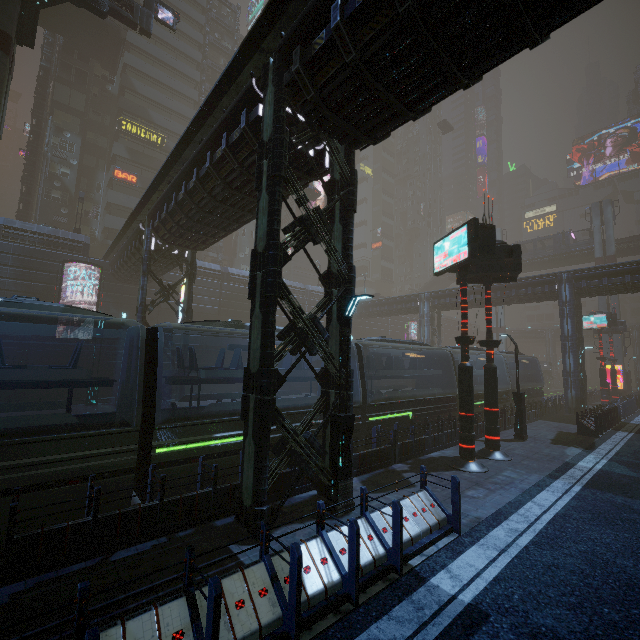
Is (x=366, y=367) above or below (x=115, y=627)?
above

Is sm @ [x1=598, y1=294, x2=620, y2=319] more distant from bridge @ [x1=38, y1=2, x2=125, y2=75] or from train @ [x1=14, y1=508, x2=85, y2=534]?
bridge @ [x1=38, y1=2, x2=125, y2=75]

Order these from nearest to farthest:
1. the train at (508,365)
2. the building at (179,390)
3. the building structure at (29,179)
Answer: the building at (179,390), the train at (508,365), the building structure at (29,179)

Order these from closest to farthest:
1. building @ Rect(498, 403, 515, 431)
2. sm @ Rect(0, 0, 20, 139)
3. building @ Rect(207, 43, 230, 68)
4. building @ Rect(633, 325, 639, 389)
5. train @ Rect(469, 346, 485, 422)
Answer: sm @ Rect(0, 0, 20, 139)
building @ Rect(498, 403, 515, 431)
train @ Rect(469, 346, 485, 422)
building @ Rect(207, 43, 230, 68)
building @ Rect(633, 325, 639, 389)

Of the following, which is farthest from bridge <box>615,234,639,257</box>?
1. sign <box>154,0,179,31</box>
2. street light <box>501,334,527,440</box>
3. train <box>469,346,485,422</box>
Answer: sign <box>154,0,179,31</box>

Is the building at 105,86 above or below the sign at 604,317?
above

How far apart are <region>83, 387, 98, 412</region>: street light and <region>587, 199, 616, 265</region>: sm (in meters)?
55.96

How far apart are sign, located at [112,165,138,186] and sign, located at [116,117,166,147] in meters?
4.3 m
